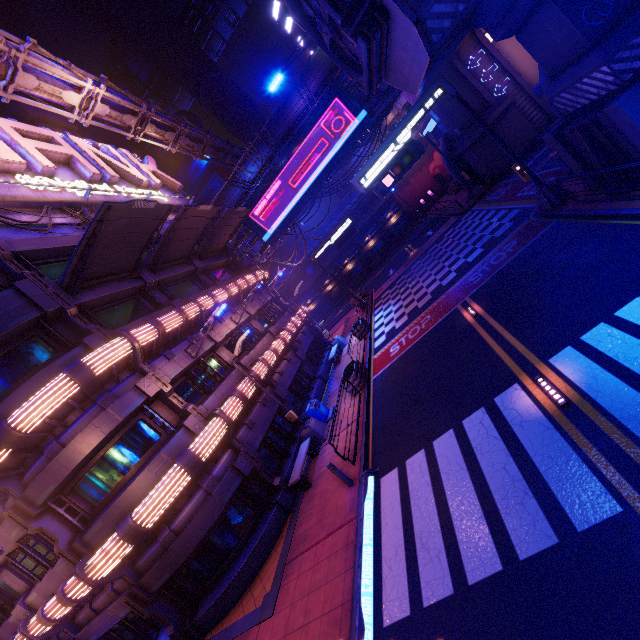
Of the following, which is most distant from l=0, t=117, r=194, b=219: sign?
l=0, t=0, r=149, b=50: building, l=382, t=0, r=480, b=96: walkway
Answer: l=0, t=0, r=149, b=50: building

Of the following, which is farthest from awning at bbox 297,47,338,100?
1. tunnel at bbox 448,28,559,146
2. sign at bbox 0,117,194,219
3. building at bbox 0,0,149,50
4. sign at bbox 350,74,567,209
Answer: building at bbox 0,0,149,50

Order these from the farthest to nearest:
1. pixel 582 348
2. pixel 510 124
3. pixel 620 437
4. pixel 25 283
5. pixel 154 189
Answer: pixel 510 124
pixel 154 189
pixel 25 283
pixel 582 348
pixel 620 437

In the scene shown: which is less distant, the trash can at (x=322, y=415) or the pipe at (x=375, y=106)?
the trash can at (x=322, y=415)

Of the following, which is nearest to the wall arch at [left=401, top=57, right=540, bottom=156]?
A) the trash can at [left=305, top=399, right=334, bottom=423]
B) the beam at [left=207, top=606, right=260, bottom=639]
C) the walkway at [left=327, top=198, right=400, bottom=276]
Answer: the trash can at [left=305, top=399, right=334, bottom=423]

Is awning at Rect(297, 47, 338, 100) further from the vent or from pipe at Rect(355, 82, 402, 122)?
the vent

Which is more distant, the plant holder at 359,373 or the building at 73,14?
the building at 73,14

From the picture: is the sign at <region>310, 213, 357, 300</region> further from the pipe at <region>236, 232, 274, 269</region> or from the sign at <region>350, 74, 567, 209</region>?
the sign at <region>350, 74, 567, 209</region>
